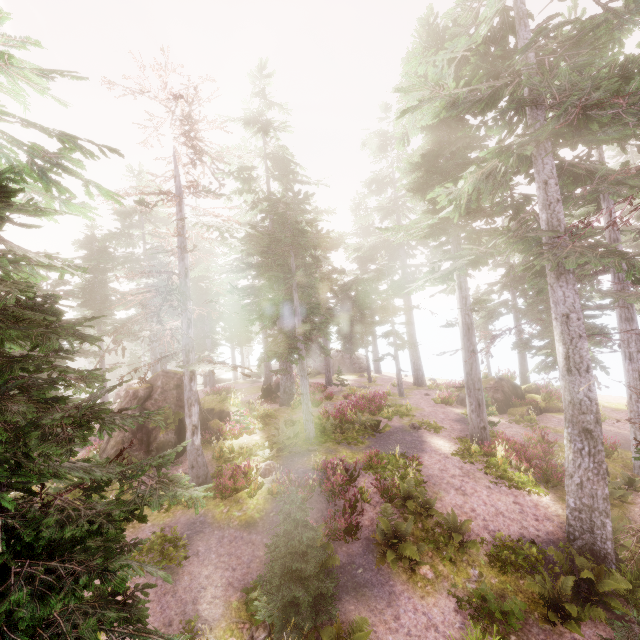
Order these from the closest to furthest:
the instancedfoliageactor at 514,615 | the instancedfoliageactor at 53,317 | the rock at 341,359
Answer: the instancedfoliageactor at 53,317
the instancedfoliageactor at 514,615
the rock at 341,359

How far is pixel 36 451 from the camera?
4.2 meters

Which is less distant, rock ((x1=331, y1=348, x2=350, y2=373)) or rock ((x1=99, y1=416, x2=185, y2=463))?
rock ((x1=99, y1=416, x2=185, y2=463))

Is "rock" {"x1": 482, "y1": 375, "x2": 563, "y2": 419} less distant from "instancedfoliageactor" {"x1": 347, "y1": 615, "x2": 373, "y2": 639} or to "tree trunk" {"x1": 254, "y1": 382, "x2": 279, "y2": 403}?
"instancedfoliageactor" {"x1": 347, "y1": 615, "x2": 373, "y2": 639}

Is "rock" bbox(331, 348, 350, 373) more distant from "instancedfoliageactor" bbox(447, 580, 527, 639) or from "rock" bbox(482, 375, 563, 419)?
"rock" bbox(482, 375, 563, 419)

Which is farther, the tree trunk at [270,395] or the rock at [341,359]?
the rock at [341,359]

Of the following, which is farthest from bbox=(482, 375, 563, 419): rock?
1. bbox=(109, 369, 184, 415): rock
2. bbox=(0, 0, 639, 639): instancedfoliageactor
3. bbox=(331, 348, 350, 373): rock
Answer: bbox=(331, 348, 350, 373): rock
